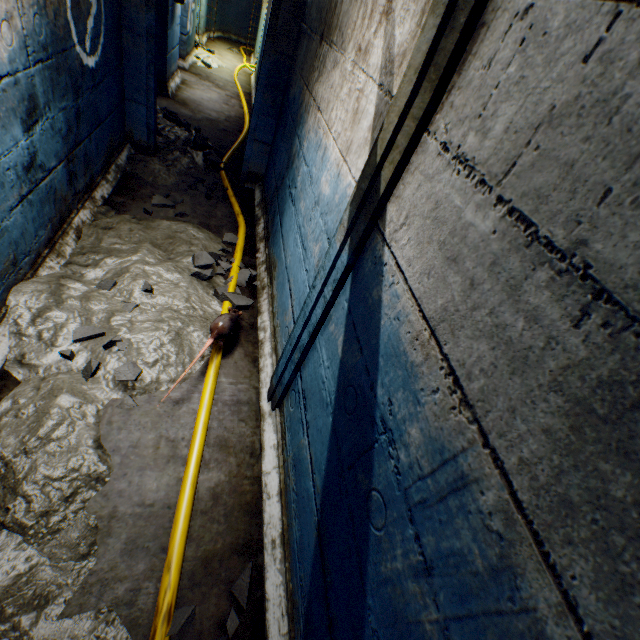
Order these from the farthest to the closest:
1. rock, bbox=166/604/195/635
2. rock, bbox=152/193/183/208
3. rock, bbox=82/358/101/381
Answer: rock, bbox=152/193/183/208 → rock, bbox=82/358/101/381 → rock, bbox=166/604/195/635

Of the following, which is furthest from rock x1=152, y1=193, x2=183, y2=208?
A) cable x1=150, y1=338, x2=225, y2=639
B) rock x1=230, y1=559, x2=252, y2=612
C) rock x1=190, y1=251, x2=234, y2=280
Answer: rock x1=230, y1=559, x2=252, y2=612

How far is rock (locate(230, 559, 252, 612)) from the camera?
1.5 meters

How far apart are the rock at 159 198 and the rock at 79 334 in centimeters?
190cm

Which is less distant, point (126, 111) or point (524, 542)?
point (524, 542)

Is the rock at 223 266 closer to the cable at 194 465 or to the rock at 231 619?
the cable at 194 465

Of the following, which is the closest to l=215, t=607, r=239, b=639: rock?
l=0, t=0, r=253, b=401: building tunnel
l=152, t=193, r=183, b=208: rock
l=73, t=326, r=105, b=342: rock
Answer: l=0, t=0, r=253, b=401: building tunnel

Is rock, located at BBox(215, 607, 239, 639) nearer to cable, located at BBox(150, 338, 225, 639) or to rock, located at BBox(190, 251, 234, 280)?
cable, located at BBox(150, 338, 225, 639)
